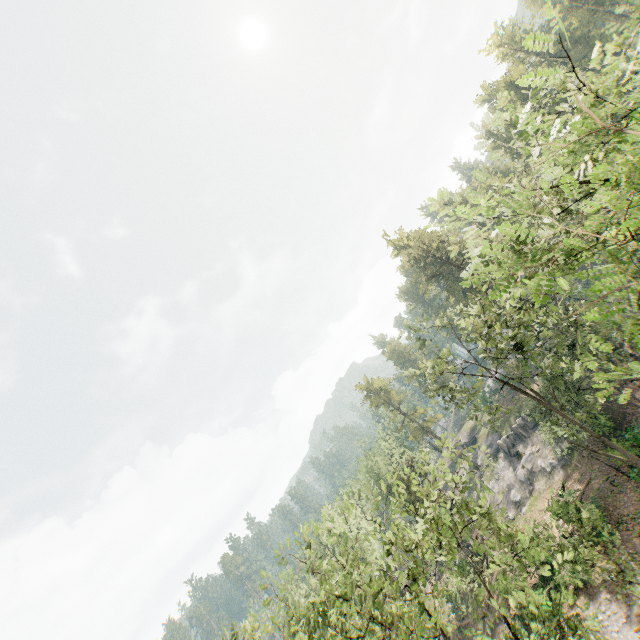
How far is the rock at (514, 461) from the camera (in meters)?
38.25

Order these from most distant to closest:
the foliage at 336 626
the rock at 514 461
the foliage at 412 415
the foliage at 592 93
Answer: the rock at 514 461 → the foliage at 412 415 → the foliage at 336 626 → the foliage at 592 93

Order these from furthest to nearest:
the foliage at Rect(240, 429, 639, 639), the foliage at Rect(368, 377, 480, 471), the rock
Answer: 1. the rock
2. the foliage at Rect(368, 377, 480, 471)
3. the foliage at Rect(240, 429, 639, 639)

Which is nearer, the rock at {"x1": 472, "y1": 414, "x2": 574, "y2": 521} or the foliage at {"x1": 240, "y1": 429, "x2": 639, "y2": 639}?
the foliage at {"x1": 240, "y1": 429, "x2": 639, "y2": 639}

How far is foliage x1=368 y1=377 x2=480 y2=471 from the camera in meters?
17.2 m

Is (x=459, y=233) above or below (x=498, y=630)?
above

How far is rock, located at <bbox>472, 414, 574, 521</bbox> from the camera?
38.2m

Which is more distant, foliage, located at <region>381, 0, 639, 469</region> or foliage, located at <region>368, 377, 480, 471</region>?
foliage, located at <region>368, 377, 480, 471</region>
